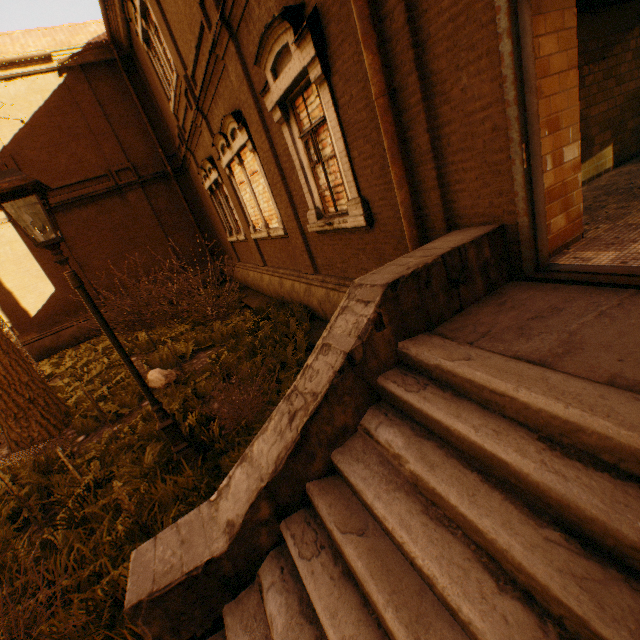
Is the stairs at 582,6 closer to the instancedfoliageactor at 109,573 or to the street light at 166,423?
the instancedfoliageactor at 109,573

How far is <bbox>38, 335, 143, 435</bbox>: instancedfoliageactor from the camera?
6.6m

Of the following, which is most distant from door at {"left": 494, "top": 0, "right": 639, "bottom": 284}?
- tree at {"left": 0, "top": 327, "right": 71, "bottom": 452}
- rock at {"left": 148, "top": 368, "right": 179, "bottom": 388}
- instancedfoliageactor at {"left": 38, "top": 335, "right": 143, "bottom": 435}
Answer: instancedfoliageactor at {"left": 38, "top": 335, "right": 143, "bottom": 435}

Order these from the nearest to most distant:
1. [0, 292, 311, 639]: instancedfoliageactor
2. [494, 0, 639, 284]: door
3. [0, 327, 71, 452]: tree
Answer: [494, 0, 639, 284]: door → [0, 292, 311, 639]: instancedfoliageactor → [0, 327, 71, 452]: tree

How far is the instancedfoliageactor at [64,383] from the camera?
6.62m

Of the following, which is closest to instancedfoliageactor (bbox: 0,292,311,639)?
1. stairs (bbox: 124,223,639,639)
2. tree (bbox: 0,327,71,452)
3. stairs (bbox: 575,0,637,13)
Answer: stairs (bbox: 124,223,639,639)

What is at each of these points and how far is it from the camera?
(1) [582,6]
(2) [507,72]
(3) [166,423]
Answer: (1) stairs, 4.3 meters
(2) door, 2.4 meters
(3) street light, 4.2 meters

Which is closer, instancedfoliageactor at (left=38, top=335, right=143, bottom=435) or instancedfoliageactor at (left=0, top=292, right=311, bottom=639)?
instancedfoliageactor at (left=0, top=292, right=311, bottom=639)
